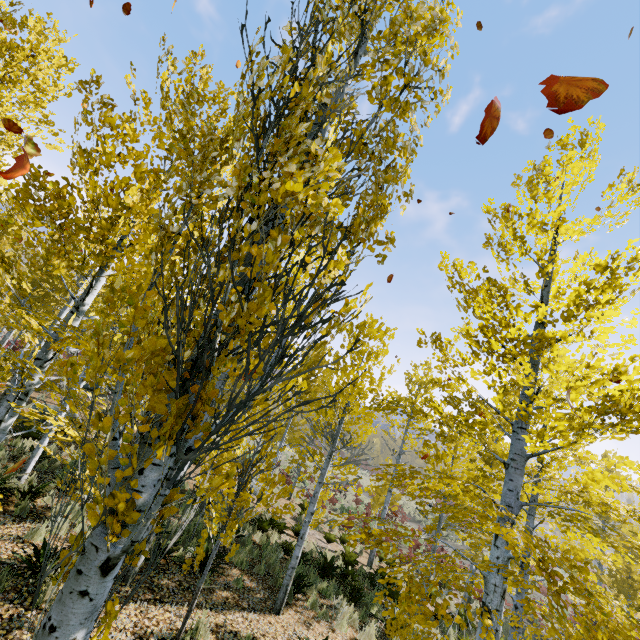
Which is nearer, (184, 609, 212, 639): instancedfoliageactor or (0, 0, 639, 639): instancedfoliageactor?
(0, 0, 639, 639): instancedfoliageactor

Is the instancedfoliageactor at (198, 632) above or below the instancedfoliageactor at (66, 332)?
below

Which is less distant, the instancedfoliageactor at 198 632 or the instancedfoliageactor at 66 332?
the instancedfoliageactor at 66 332

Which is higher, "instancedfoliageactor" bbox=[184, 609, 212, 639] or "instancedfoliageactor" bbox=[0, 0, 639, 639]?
"instancedfoliageactor" bbox=[0, 0, 639, 639]

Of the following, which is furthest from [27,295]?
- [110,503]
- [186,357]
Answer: [110,503]
